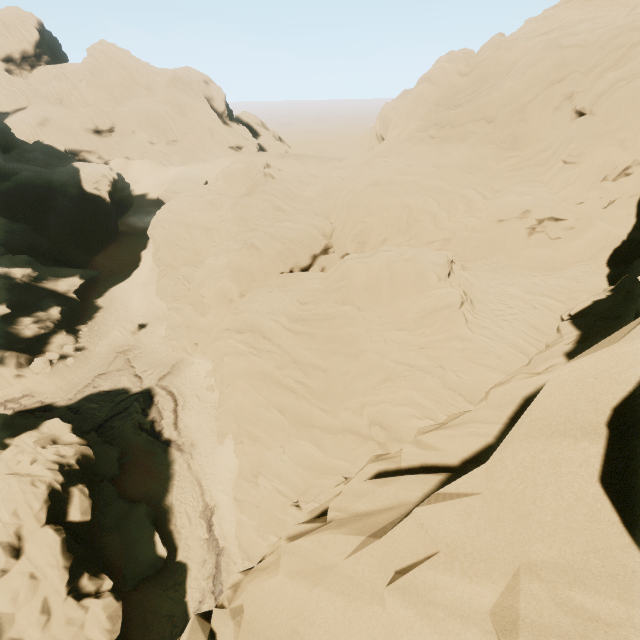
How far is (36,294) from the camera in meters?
37.8 m

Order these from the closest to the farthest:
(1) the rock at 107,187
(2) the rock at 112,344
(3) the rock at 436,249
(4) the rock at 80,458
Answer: (3) the rock at 436,249 < (4) the rock at 80,458 < (1) the rock at 107,187 < (2) the rock at 112,344

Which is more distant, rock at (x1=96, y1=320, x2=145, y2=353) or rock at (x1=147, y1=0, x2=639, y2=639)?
rock at (x1=96, y1=320, x2=145, y2=353)

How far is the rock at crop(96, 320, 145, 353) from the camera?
35.8 meters

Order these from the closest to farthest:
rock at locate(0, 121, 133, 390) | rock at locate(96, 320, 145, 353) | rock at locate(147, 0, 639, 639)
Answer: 1. rock at locate(147, 0, 639, 639)
2. rock at locate(0, 121, 133, 390)
3. rock at locate(96, 320, 145, 353)

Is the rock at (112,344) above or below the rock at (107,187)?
below
